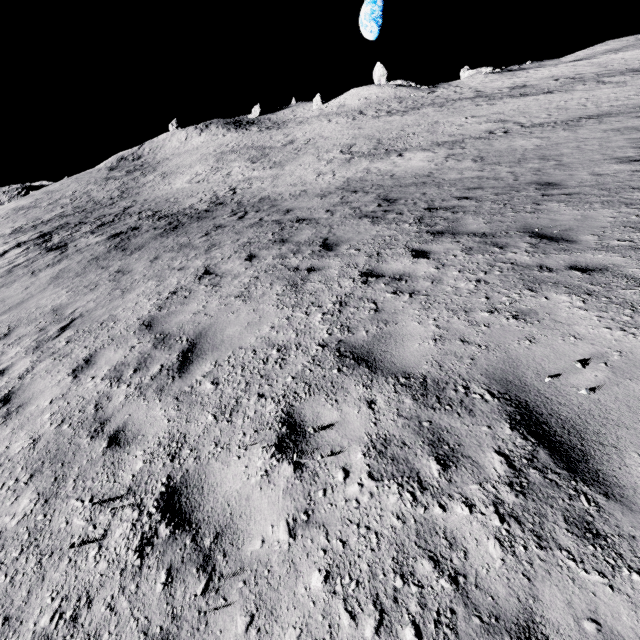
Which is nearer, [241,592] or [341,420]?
[241,592]
